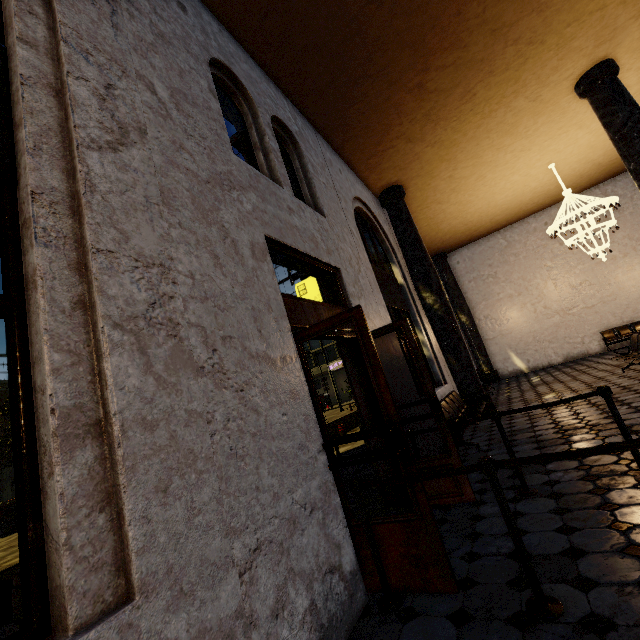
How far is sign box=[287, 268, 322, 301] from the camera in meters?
5.3 m

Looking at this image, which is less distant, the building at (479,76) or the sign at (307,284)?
the building at (479,76)

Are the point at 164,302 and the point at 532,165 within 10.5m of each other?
no

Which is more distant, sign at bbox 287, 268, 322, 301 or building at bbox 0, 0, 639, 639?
sign at bbox 287, 268, 322, 301

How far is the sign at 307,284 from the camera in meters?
5.3 m
